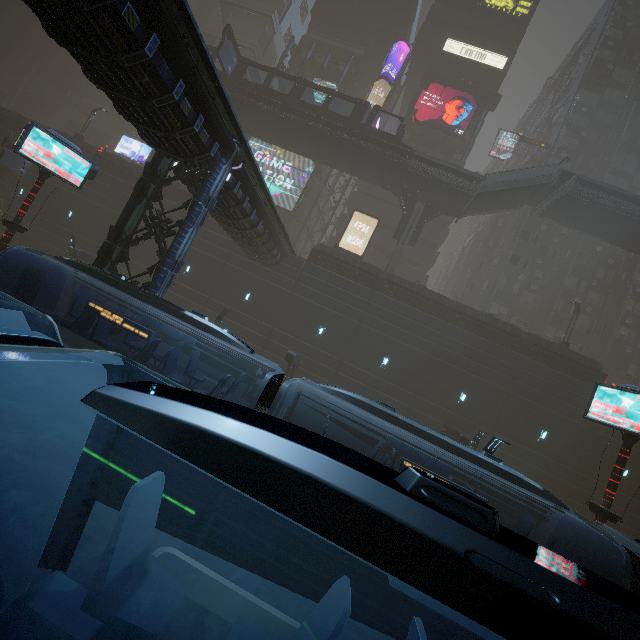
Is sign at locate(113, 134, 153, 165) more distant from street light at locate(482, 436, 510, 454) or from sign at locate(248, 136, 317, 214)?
street light at locate(482, 436, 510, 454)

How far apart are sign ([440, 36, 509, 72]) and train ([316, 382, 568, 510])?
47.90m

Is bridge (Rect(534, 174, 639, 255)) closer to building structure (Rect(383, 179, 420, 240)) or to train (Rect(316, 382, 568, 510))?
building structure (Rect(383, 179, 420, 240))

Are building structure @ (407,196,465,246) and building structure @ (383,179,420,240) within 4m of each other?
yes

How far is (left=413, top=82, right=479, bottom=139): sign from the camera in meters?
36.2 m

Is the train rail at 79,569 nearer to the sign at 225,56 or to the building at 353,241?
the building at 353,241

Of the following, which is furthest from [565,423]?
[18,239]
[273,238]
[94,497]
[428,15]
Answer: [428,15]

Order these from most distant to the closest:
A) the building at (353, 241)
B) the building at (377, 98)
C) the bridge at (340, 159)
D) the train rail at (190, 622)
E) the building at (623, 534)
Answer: the building at (377, 98) < the building at (353, 241) < the bridge at (340, 159) < the building at (623, 534) < the train rail at (190, 622)
